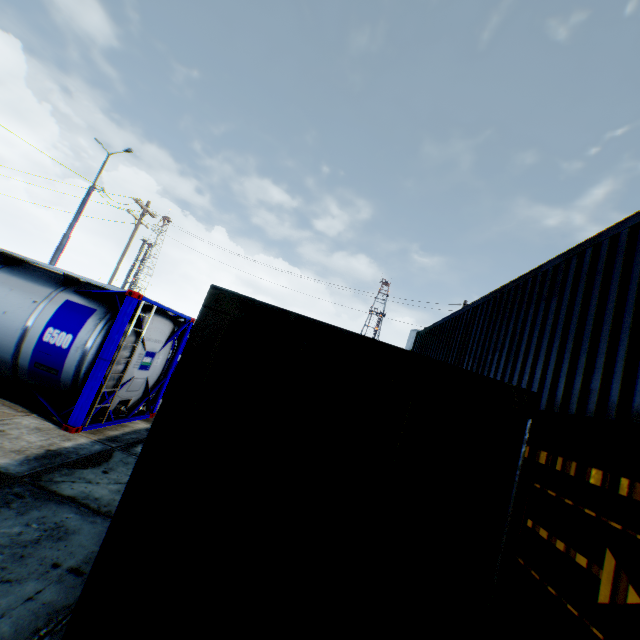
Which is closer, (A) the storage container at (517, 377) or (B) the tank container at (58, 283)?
(A) the storage container at (517, 377)

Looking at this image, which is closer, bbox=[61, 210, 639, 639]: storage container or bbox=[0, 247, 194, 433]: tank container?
bbox=[61, 210, 639, 639]: storage container

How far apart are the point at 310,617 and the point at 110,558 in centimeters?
143cm
